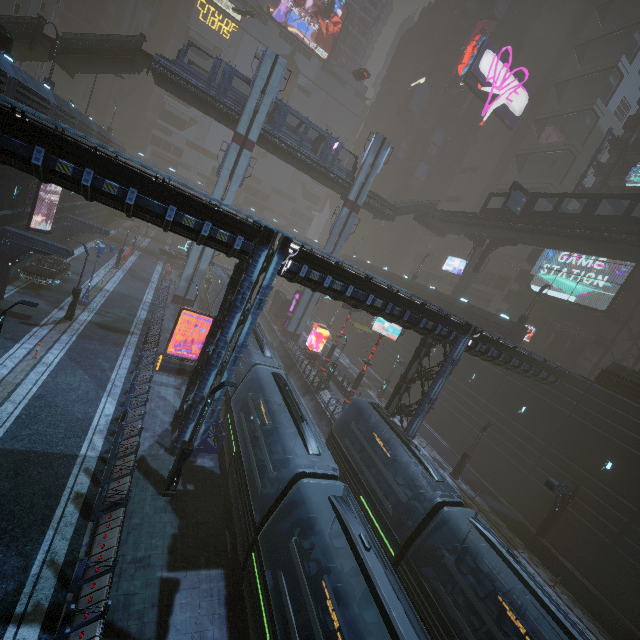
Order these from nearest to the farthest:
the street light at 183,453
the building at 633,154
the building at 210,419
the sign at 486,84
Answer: the street light at 183,453
the building at 210,419
the building at 633,154
the sign at 486,84

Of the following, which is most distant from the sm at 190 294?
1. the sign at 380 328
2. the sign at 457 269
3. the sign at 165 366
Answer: the sign at 457 269

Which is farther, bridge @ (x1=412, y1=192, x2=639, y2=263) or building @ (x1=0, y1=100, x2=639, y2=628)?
bridge @ (x1=412, y1=192, x2=639, y2=263)

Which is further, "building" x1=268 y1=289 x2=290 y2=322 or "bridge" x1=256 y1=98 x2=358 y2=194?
"building" x1=268 y1=289 x2=290 y2=322

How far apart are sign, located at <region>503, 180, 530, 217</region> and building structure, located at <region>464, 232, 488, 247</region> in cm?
663

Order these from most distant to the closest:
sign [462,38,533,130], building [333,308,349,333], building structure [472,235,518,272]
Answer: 1. building [333,308,349,333]
2. sign [462,38,533,130]
3. building structure [472,235,518,272]

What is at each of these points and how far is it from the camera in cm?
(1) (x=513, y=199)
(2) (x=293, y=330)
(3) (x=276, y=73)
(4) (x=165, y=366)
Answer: (1) sign, 3341
(2) sm, 4206
(3) sm, 3139
(4) sign, 2197

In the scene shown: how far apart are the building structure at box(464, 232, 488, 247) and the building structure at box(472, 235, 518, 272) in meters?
0.7 m
